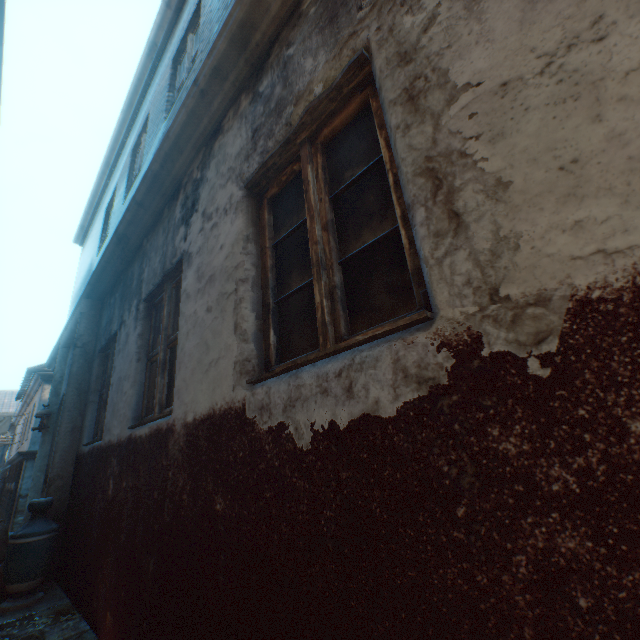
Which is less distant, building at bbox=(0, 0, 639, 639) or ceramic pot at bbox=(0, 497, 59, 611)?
building at bbox=(0, 0, 639, 639)

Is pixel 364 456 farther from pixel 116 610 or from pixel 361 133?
pixel 116 610

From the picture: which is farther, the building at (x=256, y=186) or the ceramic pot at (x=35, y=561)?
the ceramic pot at (x=35, y=561)
